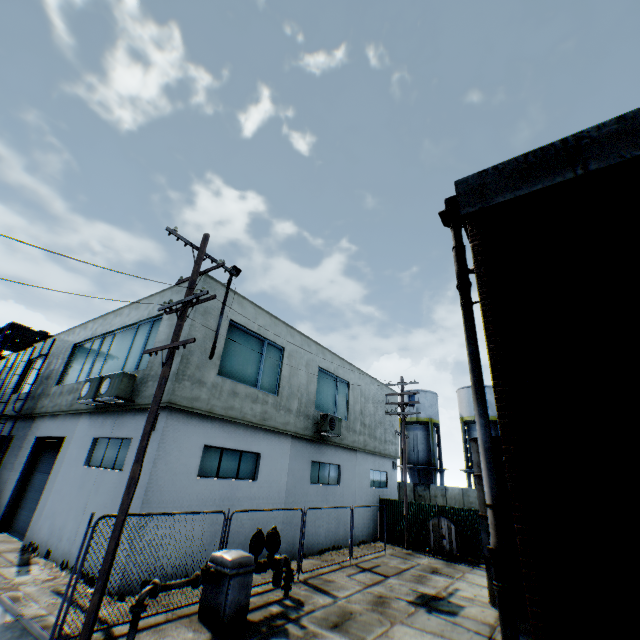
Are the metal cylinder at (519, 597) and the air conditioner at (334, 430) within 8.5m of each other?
yes

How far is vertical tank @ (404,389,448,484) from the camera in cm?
3147

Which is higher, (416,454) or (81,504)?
(416,454)

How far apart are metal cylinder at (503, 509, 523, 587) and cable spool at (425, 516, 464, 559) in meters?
6.1 m

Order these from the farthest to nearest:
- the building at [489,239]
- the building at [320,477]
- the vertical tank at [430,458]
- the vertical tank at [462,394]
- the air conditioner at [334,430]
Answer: the vertical tank at [430,458]
the vertical tank at [462,394]
the air conditioner at [334,430]
the building at [320,477]
the building at [489,239]

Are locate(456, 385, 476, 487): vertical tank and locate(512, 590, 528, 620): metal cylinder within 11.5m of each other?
no

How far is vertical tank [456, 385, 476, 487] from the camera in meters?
29.5 m

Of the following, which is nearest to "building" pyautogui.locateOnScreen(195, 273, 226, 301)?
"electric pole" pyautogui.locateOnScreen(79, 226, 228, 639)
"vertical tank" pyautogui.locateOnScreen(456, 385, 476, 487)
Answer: "electric pole" pyautogui.locateOnScreen(79, 226, 228, 639)
